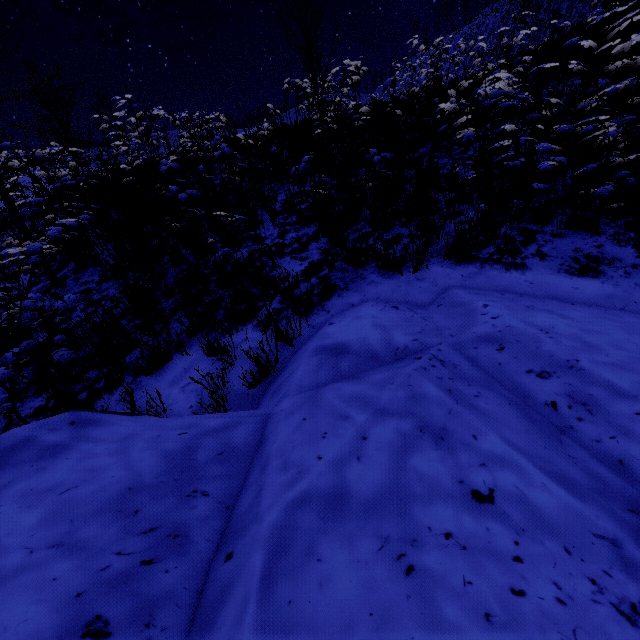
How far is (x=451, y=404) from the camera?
1.7 meters
